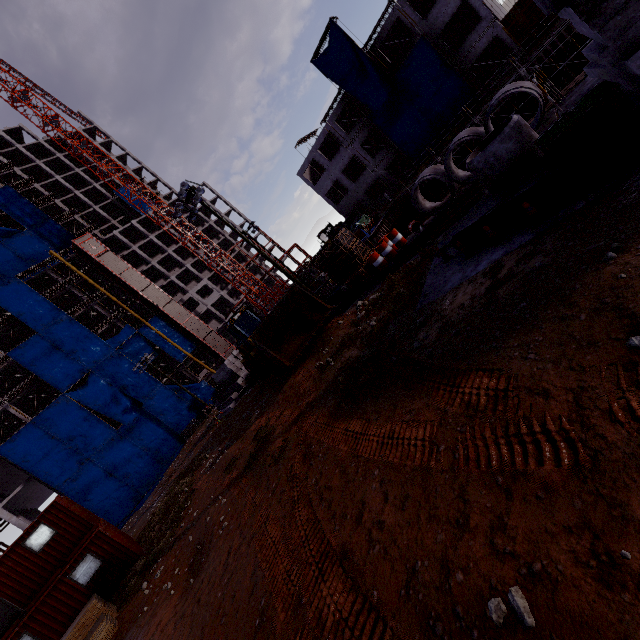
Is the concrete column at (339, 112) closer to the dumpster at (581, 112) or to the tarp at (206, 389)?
the tarp at (206, 389)

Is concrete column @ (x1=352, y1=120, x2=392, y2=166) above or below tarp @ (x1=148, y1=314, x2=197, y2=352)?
below

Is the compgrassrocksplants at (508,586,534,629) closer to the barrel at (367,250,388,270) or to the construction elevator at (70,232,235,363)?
the barrel at (367,250,388,270)

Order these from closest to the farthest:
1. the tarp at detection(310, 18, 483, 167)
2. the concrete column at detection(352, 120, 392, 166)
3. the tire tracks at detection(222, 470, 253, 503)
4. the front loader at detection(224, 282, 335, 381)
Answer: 1. the tire tracks at detection(222, 470, 253, 503)
2. the front loader at detection(224, 282, 335, 381)
3. the tarp at detection(310, 18, 483, 167)
4. the concrete column at detection(352, 120, 392, 166)

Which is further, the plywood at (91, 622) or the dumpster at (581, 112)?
the plywood at (91, 622)

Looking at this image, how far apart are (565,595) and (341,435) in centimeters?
491cm

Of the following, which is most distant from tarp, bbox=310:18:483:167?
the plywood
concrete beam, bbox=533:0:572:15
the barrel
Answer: the plywood

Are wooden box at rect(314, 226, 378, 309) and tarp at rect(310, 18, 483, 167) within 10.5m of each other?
no
